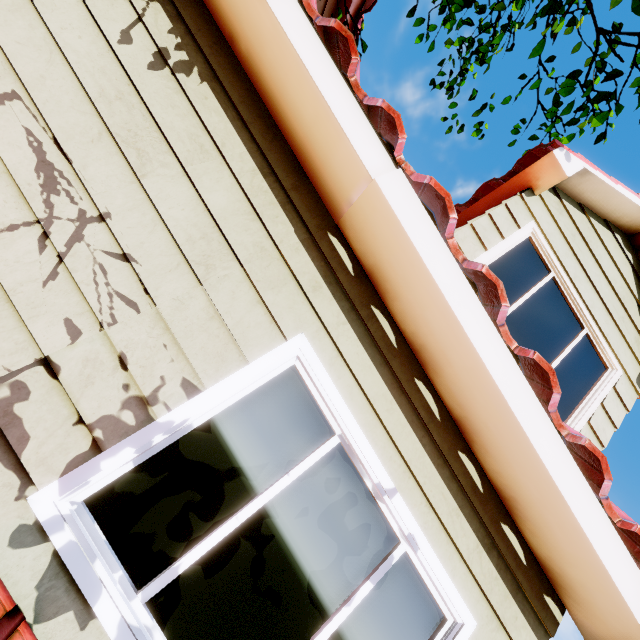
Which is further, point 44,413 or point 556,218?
point 556,218
